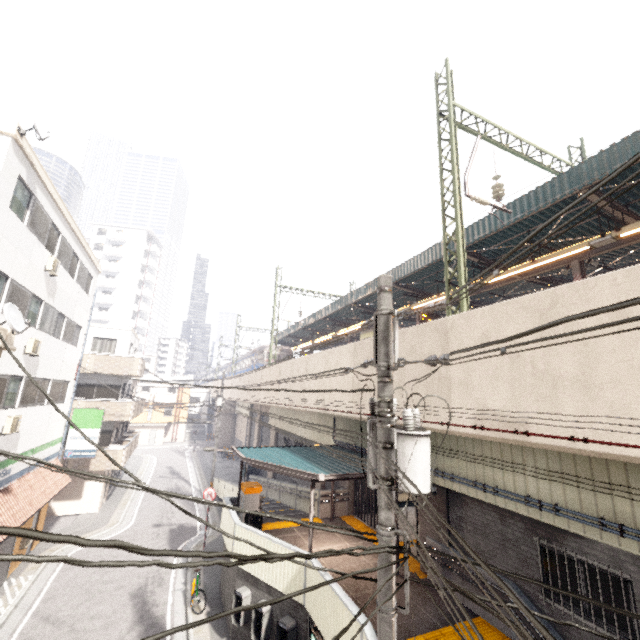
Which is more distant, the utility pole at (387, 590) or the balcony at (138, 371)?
the balcony at (138, 371)

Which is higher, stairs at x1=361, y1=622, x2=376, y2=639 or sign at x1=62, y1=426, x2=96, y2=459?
sign at x1=62, y1=426, x2=96, y2=459

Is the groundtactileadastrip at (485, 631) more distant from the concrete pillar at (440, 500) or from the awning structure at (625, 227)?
the awning structure at (625, 227)

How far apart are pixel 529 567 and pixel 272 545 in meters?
7.0

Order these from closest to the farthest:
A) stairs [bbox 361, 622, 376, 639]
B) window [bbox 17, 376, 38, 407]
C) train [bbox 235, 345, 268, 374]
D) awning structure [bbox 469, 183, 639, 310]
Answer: stairs [bbox 361, 622, 376, 639] < awning structure [bbox 469, 183, 639, 310] < window [bbox 17, 376, 38, 407] < train [bbox 235, 345, 268, 374]

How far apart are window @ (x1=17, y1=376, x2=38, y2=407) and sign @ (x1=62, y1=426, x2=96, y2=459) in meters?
4.8 m

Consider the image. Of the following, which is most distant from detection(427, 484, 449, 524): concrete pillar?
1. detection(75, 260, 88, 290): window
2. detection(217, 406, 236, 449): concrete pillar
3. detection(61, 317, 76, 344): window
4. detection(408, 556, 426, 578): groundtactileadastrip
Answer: detection(217, 406, 236, 449): concrete pillar

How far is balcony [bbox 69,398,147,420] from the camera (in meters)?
20.58
